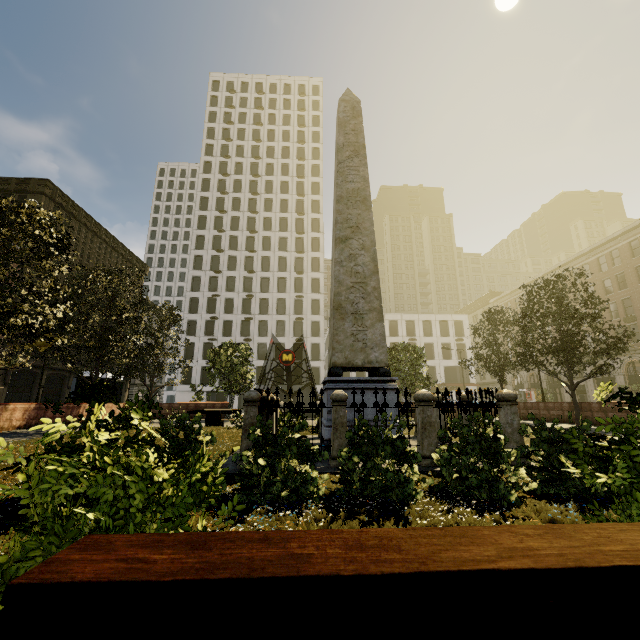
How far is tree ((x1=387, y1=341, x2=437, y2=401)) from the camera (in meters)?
23.80

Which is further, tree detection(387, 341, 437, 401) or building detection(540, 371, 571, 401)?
building detection(540, 371, 571, 401)

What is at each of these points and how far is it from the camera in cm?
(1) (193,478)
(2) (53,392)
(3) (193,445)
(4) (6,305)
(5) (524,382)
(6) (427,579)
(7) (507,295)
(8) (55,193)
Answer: (1) plant, 215
(2) building, 4362
(3) tree, 400
(4) tree, 1004
(5) building, 5247
(6) bench, 69
(7) building, 5669
(8) building, 4219

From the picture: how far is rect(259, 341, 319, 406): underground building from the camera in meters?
26.2

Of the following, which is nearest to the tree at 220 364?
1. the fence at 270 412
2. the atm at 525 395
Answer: the fence at 270 412

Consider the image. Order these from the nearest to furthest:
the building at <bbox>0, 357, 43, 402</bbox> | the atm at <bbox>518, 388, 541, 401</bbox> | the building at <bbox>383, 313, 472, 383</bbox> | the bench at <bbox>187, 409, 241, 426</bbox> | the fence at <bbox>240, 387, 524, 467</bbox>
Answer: the fence at <bbox>240, 387, 524, 467</bbox>
the bench at <bbox>187, 409, 241, 426</bbox>
the building at <bbox>0, 357, 43, 402</bbox>
the atm at <bbox>518, 388, 541, 401</bbox>
the building at <bbox>383, 313, 472, 383</bbox>

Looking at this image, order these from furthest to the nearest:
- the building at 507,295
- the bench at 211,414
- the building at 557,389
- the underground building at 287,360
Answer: the building at 507,295
the building at 557,389
the underground building at 287,360
the bench at 211,414

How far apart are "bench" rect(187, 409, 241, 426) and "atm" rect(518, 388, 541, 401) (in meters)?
49.23
